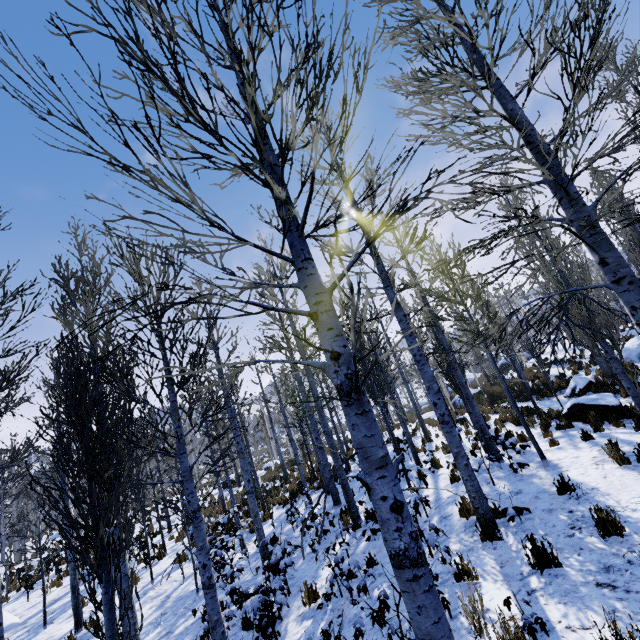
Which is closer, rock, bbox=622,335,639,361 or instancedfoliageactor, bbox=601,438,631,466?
instancedfoliageactor, bbox=601,438,631,466

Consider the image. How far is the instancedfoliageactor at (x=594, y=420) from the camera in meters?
9.2

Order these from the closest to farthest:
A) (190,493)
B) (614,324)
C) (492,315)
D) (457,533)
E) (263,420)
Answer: (190,493) → (457,533) → (614,324) → (492,315) → (263,420)

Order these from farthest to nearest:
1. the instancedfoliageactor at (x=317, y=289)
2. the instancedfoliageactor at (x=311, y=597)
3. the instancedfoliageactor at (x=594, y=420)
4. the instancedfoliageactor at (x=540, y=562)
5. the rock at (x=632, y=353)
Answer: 1. the rock at (x=632, y=353)
2. the instancedfoliageactor at (x=594, y=420)
3. the instancedfoliageactor at (x=311, y=597)
4. the instancedfoliageactor at (x=540, y=562)
5. the instancedfoliageactor at (x=317, y=289)

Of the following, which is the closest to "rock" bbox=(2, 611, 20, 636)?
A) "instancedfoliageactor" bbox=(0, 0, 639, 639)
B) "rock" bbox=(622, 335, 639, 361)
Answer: "instancedfoliageactor" bbox=(0, 0, 639, 639)

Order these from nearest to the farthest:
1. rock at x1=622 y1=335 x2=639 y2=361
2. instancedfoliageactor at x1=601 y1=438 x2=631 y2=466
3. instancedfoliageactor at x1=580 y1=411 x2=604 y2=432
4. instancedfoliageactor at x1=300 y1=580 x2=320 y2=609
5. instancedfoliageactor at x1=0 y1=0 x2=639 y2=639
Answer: instancedfoliageactor at x1=0 y1=0 x2=639 y2=639 → instancedfoliageactor at x1=300 y1=580 x2=320 y2=609 → instancedfoliageactor at x1=601 y1=438 x2=631 y2=466 → instancedfoliageactor at x1=580 y1=411 x2=604 y2=432 → rock at x1=622 y1=335 x2=639 y2=361

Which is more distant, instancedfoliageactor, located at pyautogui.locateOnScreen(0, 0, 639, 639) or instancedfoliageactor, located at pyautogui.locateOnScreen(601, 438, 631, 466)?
instancedfoliageactor, located at pyautogui.locateOnScreen(601, 438, 631, 466)
